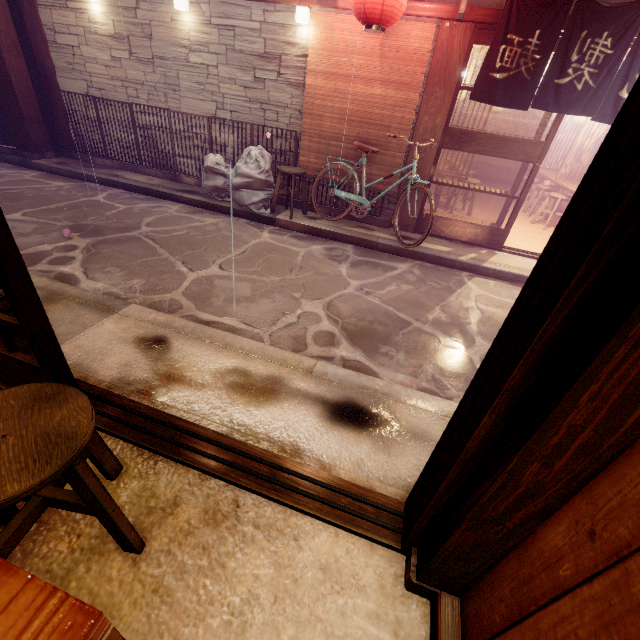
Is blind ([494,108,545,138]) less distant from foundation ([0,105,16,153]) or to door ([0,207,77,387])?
foundation ([0,105,16,153])

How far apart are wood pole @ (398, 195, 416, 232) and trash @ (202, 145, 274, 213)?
3.9 meters

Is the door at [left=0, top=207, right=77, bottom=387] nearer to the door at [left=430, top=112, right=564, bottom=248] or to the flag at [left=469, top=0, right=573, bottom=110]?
the flag at [left=469, top=0, right=573, bottom=110]

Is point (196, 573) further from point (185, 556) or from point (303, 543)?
point (303, 543)

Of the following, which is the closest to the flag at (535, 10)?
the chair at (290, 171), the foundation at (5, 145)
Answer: the chair at (290, 171)

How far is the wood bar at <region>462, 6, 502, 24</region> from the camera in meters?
7.4 m

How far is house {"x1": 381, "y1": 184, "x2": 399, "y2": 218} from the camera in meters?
10.2

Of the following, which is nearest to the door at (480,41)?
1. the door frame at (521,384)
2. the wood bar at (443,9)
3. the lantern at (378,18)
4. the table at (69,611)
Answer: the wood bar at (443,9)
